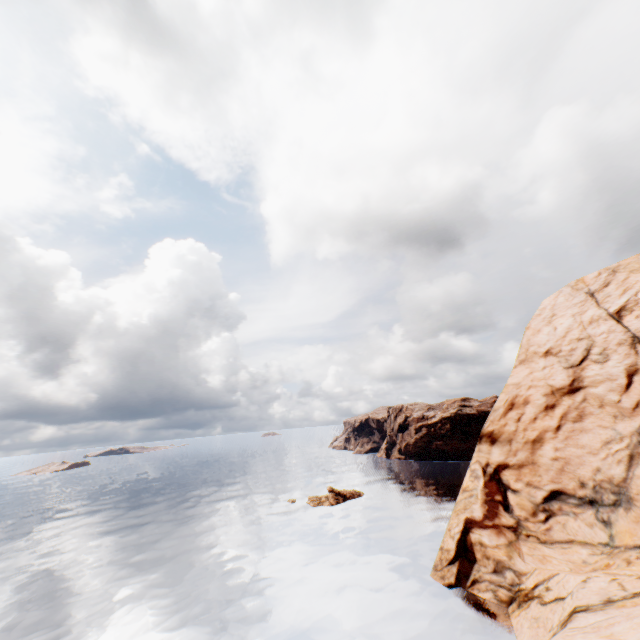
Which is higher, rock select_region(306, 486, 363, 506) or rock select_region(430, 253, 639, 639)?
rock select_region(430, 253, 639, 639)

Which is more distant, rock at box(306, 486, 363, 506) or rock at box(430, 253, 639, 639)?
rock at box(306, 486, 363, 506)

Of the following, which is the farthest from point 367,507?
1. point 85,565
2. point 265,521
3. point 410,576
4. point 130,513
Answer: point 130,513

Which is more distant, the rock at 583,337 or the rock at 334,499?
the rock at 334,499

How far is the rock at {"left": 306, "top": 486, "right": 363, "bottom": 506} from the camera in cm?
5350

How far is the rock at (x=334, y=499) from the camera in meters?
53.5 m
